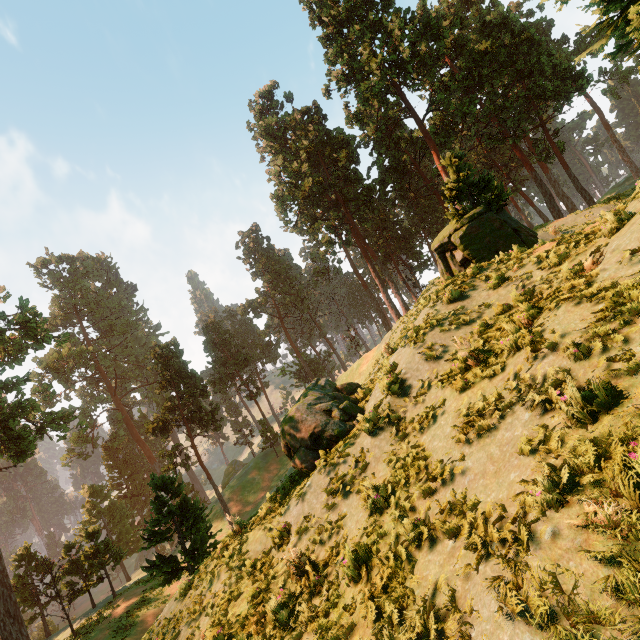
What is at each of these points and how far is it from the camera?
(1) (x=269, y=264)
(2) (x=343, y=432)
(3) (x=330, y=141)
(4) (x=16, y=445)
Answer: (1) treerock, 59.8m
(2) treerock, 10.8m
(3) treerock, 38.7m
(4) treerock, 25.1m

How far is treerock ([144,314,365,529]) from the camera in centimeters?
1099cm

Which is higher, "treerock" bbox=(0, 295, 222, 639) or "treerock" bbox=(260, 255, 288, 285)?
"treerock" bbox=(260, 255, 288, 285)

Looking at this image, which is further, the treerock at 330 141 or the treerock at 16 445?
the treerock at 16 445

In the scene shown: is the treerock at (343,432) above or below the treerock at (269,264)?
below

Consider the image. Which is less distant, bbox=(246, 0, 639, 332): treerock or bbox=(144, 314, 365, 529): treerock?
bbox=(144, 314, 365, 529): treerock
